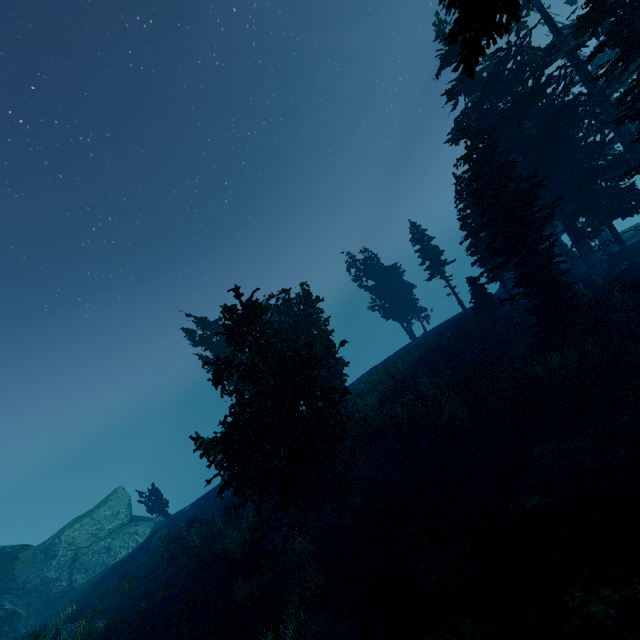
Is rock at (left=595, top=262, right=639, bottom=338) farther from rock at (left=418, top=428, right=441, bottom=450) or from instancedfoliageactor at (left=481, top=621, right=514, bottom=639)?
rock at (left=418, top=428, right=441, bottom=450)

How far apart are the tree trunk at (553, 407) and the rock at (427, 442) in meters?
5.5 m

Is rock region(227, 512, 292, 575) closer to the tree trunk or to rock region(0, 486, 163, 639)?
rock region(0, 486, 163, 639)

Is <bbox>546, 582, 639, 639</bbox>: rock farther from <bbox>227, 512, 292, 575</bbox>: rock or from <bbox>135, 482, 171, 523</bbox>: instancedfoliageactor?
<bbox>227, 512, 292, 575</bbox>: rock

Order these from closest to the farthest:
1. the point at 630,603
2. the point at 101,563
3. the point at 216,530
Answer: the point at 630,603 → the point at 216,530 → the point at 101,563

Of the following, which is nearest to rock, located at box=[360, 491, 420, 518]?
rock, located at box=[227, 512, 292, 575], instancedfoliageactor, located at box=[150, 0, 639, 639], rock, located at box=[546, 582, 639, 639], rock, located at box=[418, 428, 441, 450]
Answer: instancedfoliageactor, located at box=[150, 0, 639, 639]

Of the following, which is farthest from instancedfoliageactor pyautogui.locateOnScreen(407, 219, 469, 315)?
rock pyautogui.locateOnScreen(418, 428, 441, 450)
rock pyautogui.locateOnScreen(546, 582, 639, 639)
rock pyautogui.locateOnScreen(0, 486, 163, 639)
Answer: rock pyautogui.locateOnScreen(418, 428, 441, 450)

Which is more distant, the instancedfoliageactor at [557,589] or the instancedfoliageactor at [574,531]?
the instancedfoliageactor at [574,531]
